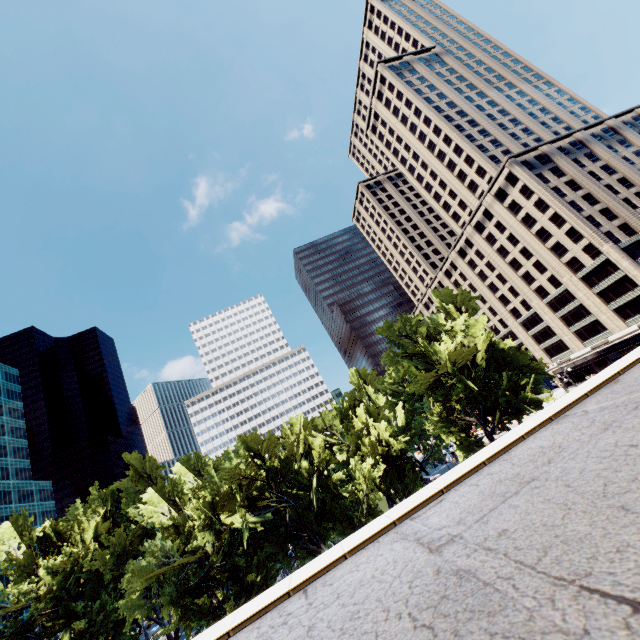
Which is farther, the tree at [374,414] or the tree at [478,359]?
the tree at [478,359]

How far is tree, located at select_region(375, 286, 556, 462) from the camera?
33.78m

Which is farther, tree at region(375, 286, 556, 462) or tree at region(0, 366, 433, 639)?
tree at region(375, 286, 556, 462)

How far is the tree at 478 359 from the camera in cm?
3378

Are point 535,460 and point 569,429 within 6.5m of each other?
yes
